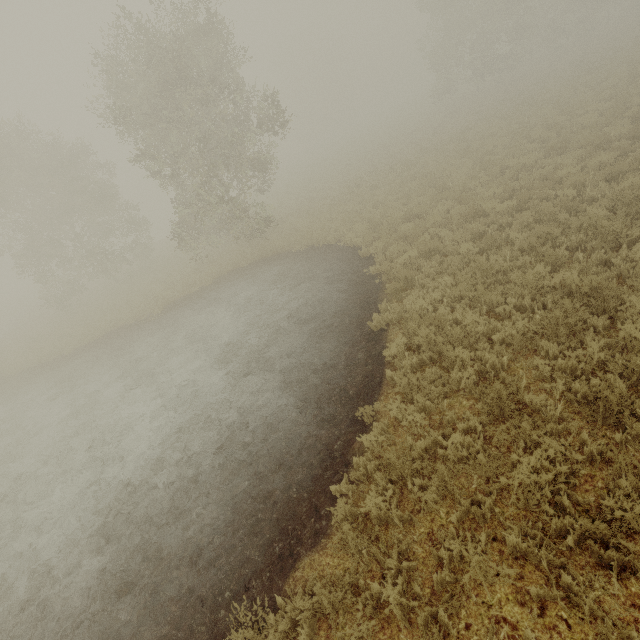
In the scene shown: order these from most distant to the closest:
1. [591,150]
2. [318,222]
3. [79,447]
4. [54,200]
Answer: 1. [54,200]
2. [318,222]
3. [591,150]
4. [79,447]
